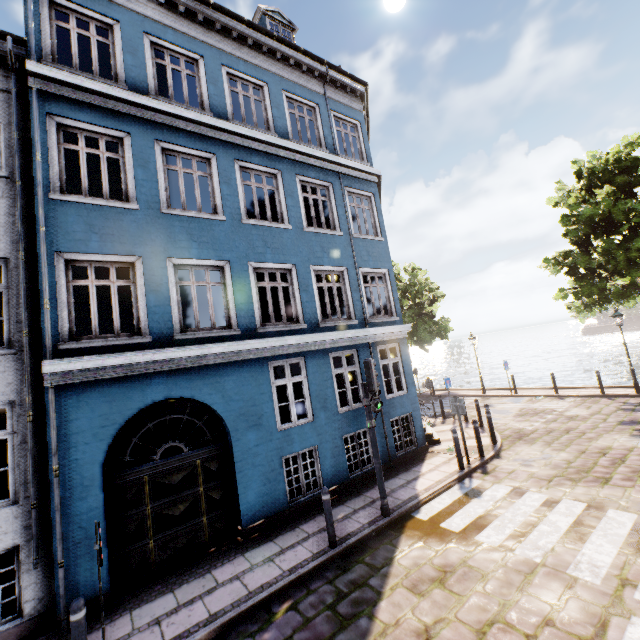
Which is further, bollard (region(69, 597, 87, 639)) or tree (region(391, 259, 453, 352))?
tree (region(391, 259, 453, 352))

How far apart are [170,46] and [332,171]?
5.53m

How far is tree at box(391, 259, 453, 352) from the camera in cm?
2291

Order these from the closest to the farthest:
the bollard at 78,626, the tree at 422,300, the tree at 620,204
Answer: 1. the bollard at 78,626
2. the tree at 620,204
3. the tree at 422,300

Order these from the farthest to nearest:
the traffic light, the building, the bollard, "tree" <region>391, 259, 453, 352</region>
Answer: "tree" <region>391, 259, 453, 352</region> → the traffic light → the building → the bollard

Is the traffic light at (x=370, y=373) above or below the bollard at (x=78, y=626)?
above

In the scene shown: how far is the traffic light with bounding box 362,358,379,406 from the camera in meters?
7.2 m

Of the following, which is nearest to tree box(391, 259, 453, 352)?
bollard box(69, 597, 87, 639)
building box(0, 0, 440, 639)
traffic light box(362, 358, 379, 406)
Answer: building box(0, 0, 440, 639)
